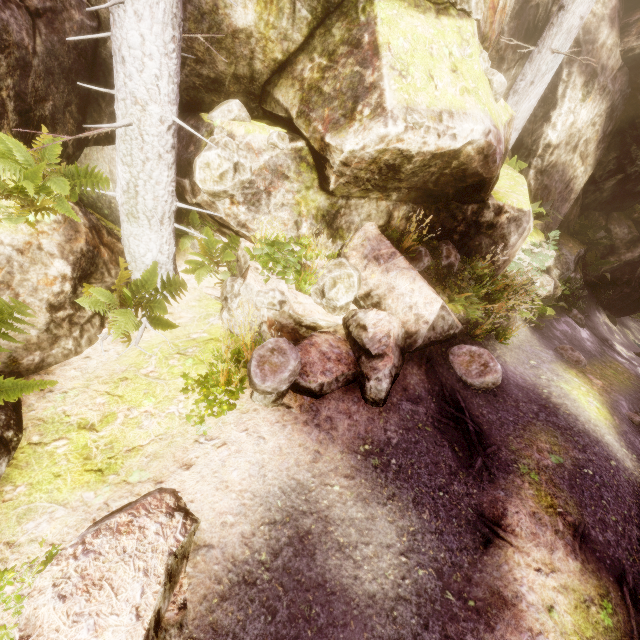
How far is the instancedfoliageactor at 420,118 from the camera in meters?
4.9

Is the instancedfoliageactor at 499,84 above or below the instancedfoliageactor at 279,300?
above

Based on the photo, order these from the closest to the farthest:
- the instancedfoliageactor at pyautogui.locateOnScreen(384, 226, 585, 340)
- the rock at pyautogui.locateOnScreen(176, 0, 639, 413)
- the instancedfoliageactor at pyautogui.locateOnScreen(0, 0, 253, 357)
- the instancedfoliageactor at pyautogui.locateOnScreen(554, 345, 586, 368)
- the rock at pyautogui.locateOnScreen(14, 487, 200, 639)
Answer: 1. the rock at pyautogui.locateOnScreen(14, 487, 200, 639)
2. the instancedfoliageactor at pyautogui.locateOnScreen(0, 0, 253, 357)
3. the rock at pyautogui.locateOnScreen(176, 0, 639, 413)
4. the instancedfoliageactor at pyautogui.locateOnScreen(384, 226, 585, 340)
5. the instancedfoliageactor at pyautogui.locateOnScreen(554, 345, 586, 368)

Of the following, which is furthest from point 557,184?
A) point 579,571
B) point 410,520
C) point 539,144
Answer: point 410,520

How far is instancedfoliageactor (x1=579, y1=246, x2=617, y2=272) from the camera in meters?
12.6
